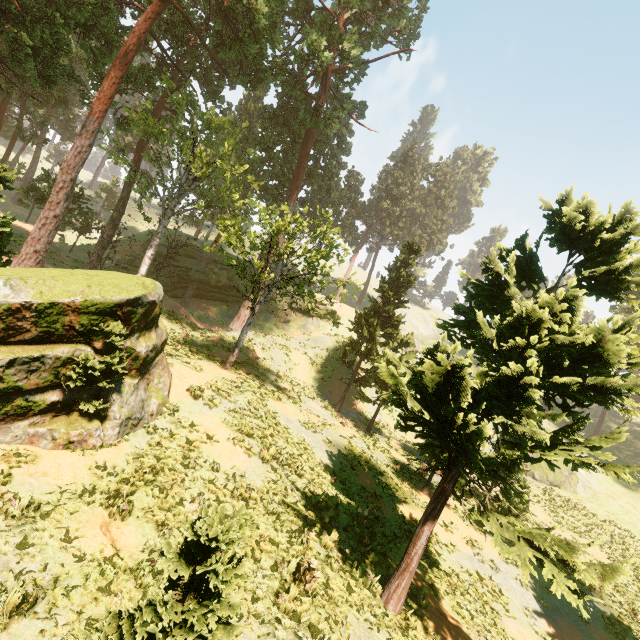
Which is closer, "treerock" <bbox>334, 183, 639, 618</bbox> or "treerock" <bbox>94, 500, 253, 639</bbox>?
"treerock" <bbox>94, 500, 253, 639</bbox>

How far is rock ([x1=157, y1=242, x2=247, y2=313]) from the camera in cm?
3791

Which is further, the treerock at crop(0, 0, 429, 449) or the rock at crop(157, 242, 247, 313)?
the rock at crop(157, 242, 247, 313)

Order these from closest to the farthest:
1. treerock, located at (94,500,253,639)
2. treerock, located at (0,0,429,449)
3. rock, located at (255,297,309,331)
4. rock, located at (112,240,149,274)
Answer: treerock, located at (94,500,253,639) < treerock, located at (0,0,429,449) < rock, located at (112,240,149,274) < rock, located at (255,297,309,331)

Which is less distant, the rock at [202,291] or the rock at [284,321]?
the rock at [202,291]

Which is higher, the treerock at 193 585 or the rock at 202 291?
the rock at 202 291

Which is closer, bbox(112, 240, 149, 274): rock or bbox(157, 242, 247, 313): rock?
bbox(112, 240, 149, 274): rock

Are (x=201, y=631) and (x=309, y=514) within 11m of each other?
yes
